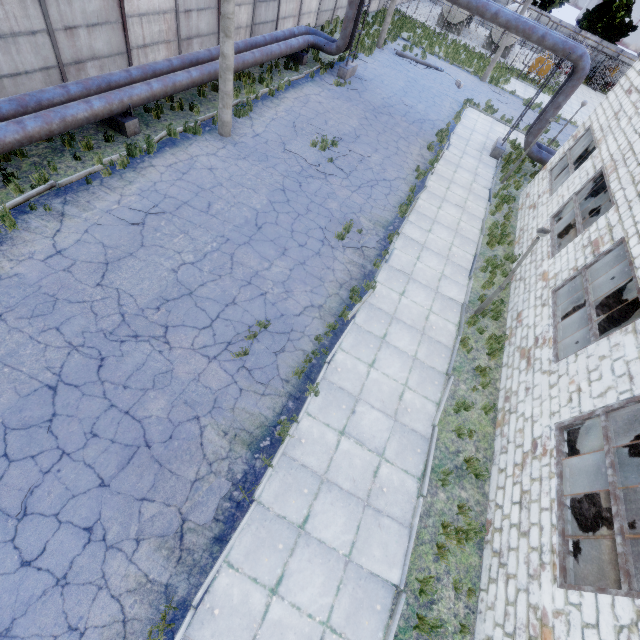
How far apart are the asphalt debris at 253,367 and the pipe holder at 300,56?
18.0m

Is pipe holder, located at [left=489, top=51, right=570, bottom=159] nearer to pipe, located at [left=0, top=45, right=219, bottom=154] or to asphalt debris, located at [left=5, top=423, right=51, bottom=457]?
pipe, located at [left=0, top=45, right=219, bottom=154]

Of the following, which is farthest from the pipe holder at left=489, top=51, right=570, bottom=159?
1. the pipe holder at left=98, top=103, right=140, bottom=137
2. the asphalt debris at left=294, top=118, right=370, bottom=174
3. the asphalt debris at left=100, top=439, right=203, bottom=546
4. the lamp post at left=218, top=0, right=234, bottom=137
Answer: the asphalt debris at left=100, top=439, right=203, bottom=546

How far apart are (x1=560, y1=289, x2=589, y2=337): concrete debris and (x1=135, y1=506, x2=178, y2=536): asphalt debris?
11.0 meters

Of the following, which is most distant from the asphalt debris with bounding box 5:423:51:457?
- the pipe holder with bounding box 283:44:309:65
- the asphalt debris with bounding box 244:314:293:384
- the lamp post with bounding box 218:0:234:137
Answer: the pipe holder with bounding box 283:44:309:65

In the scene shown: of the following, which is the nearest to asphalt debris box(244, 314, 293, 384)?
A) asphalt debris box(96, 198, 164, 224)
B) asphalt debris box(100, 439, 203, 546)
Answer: asphalt debris box(100, 439, 203, 546)

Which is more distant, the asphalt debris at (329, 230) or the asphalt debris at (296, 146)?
the asphalt debris at (296, 146)

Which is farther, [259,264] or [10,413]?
[259,264]
